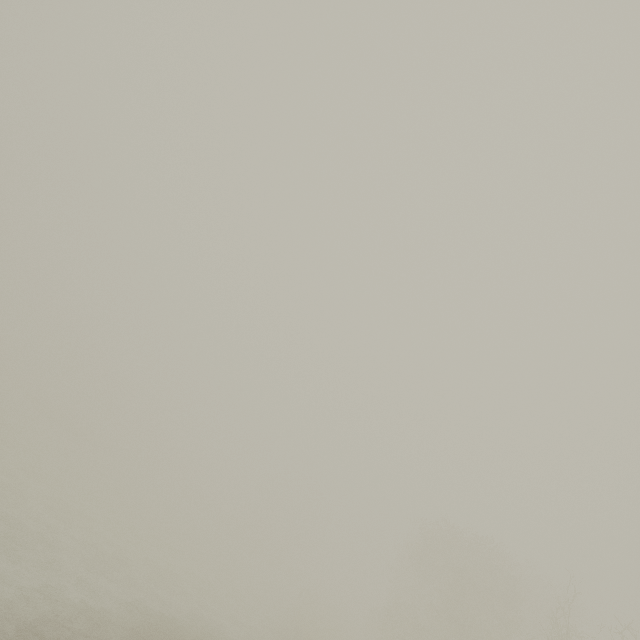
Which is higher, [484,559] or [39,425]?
[484,559]
